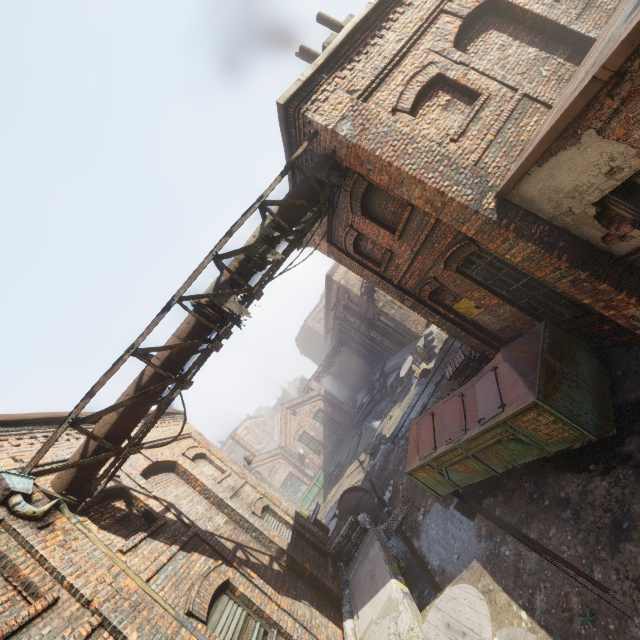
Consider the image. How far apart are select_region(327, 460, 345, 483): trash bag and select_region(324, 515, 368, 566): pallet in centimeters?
1448cm

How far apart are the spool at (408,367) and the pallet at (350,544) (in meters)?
10.93

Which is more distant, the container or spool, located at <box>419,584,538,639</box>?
the container

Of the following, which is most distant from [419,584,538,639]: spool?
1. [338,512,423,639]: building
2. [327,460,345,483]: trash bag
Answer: [327,460,345,483]: trash bag

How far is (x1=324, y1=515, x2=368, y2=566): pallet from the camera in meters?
9.5

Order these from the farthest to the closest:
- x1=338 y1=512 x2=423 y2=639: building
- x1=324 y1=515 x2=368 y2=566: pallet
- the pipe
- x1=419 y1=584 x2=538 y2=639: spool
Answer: x1=324 y1=515 x2=368 y2=566: pallet < x1=338 y1=512 x2=423 y2=639: building < the pipe < x1=419 y1=584 x2=538 y2=639: spool

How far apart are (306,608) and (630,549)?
6.42m

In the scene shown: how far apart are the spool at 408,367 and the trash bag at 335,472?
9.2 meters
